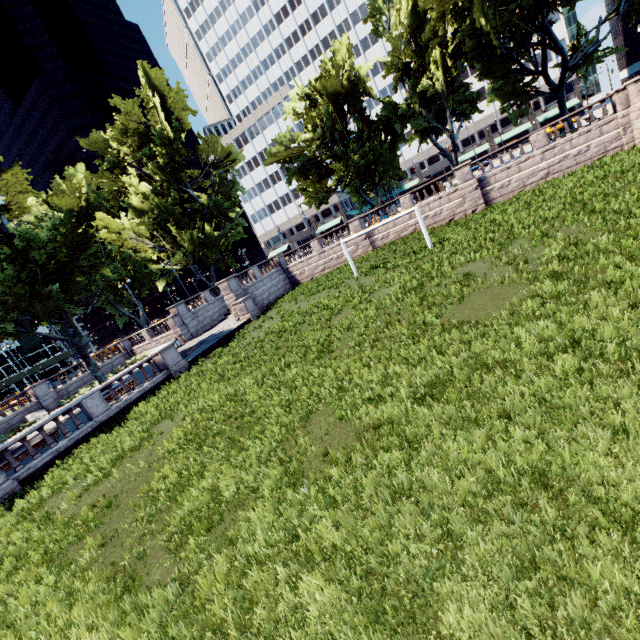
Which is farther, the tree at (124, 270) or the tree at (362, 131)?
the tree at (362, 131)

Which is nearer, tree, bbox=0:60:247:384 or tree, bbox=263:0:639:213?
tree, bbox=0:60:247:384

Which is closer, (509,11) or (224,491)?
(224,491)
